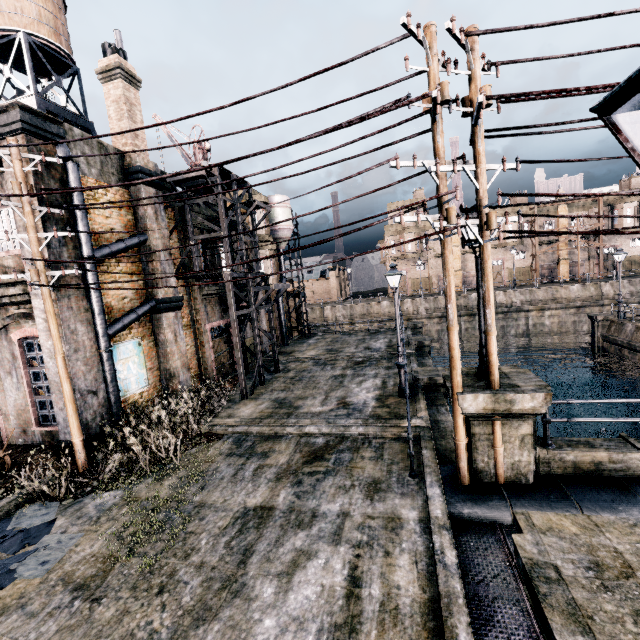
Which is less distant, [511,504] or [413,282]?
[511,504]

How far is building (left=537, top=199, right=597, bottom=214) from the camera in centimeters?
4831cm

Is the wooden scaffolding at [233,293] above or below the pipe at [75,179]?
below

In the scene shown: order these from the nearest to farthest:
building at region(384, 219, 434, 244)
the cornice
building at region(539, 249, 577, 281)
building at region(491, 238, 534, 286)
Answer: the cornice < building at region(539, 249, 577, 281) < building at region(491, 238, 534, 286) < building at region(384, 219, 434, 244)

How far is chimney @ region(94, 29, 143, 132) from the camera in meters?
14.1

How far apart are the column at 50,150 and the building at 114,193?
0.0m

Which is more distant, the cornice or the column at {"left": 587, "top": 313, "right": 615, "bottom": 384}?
the column at {"left": 587, "top": 313, "right": 615, "bottom": 384}

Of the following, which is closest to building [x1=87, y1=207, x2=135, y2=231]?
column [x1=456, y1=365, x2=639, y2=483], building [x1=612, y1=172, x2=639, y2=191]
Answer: column [x1=456, y1=365, x2=639, y2=483]
